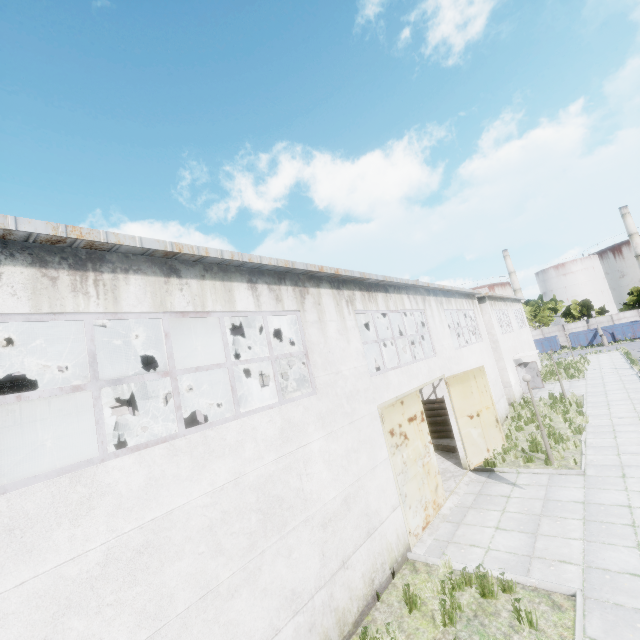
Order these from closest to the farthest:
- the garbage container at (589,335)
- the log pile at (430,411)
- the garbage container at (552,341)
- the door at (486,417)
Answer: the door at (486,417)
the log pile at (430,411)
the garbage container at (589,335)
the garbage container at (552,341)

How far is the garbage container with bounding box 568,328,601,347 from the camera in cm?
4534

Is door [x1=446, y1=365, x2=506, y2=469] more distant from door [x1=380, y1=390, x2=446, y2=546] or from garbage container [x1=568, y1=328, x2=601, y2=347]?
garbage container [x1=568, y1=328, x2=601, y2=347]

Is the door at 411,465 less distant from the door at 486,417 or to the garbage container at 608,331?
the door at 486,417

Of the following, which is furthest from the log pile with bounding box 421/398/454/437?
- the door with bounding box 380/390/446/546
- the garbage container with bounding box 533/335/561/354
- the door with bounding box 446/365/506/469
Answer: the garbage container with bounding box 533/335/561/354

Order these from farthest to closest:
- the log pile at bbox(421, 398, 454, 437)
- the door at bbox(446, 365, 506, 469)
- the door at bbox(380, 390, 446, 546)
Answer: the log pile at bbox(421, 398, 454, 437) < the door at bbox(446, 365, 506, 469) < the door at bbox(380, 390, 446, 546)

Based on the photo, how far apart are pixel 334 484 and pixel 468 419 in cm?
879

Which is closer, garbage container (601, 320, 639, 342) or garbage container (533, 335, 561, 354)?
garbage container (601, 320, 639, 342)
